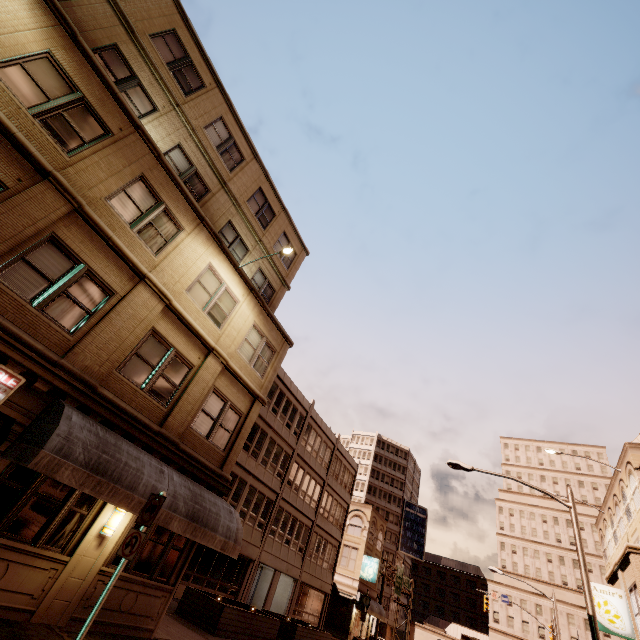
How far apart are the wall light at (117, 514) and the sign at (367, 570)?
38.7m

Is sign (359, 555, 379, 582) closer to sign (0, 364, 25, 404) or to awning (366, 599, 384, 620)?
awning (366, 599, 384, 620)

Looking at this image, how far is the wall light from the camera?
8.7 meters

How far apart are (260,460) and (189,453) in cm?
1506

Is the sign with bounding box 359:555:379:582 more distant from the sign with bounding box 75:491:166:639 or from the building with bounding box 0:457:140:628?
the sign with bounding box 75:491:166:639

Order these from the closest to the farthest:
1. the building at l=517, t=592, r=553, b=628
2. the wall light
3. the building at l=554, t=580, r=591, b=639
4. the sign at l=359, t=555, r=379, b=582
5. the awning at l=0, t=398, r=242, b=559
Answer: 1. the awning at l=0, t=398, r=242, b=559
2. the wall light
3. the sign at l=359, t=555, r=379, b=582
4. the building at l=554, t=580, r=591, b=639
5. the building at l=517, t=592, r=553, b=628

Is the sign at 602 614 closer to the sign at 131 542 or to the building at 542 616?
the sign at 131 542

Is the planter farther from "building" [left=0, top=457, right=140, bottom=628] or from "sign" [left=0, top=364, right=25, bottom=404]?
"sign" [left=0, top=364, right=25, bottom=404]
